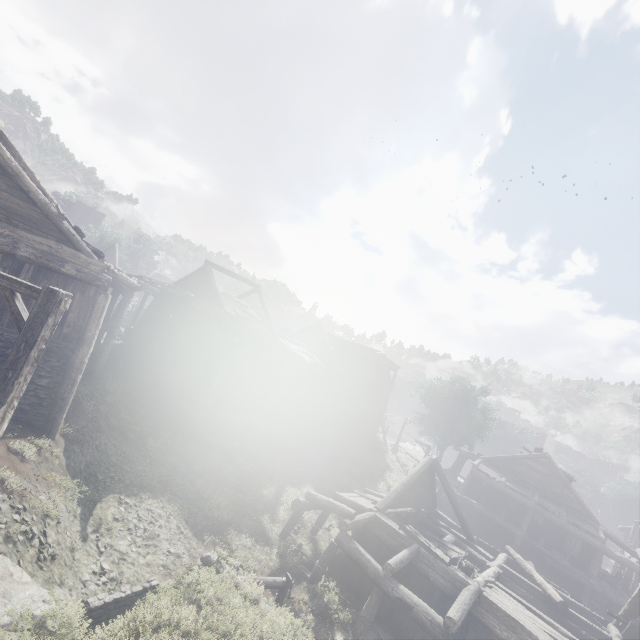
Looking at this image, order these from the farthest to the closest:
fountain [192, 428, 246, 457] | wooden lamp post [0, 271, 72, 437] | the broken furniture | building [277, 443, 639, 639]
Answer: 1. fountain [192, 428, 246, 457]
2. the broken furniture
3. building [277, 443, 639, 639]
4. wooden lamp post [0, 271, 72, 437]

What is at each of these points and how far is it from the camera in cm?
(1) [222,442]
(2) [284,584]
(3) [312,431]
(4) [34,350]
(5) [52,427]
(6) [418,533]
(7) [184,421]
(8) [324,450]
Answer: (1) fountain, 1805
(2) well, 917
(3) building base, 2620
(4) wooden lamp post, 518
(5) building, 1058
(6) broken furniture, 1388
(7) building base, 1805
(8) fountain, 2636

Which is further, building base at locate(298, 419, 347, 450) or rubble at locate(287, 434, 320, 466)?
building base at locate(298, 419, 347, 450)

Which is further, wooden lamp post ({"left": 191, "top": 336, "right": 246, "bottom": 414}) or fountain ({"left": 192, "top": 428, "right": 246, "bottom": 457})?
wooden lamp post ({"left": 191, "top": 336, "right": 246, "bottom": 414})

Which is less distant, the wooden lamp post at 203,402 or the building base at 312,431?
the wooden lamp post at 203,402

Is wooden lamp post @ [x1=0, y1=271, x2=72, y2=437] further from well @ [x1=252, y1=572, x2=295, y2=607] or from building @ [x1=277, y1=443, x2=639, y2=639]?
well @ [x1=252, y1=572, x2=295, y2=607]

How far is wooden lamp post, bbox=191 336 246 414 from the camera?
18.6m

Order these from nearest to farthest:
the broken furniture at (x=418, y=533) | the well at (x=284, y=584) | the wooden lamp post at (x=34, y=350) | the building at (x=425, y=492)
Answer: the wooden lamp post at (x=34, y=350) < the well at (x=284, y=584) < the building at (x=425, y=492) < the broken furniture at (x=418, y=533)
